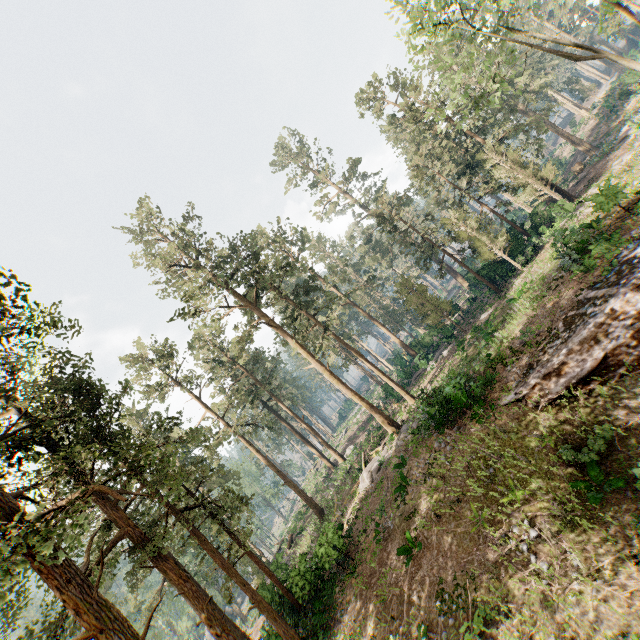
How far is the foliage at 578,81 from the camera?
53.0m

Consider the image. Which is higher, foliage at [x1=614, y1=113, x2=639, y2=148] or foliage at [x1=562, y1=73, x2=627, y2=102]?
foliage at [x1=562, y1=73, x2=627, y2=102]

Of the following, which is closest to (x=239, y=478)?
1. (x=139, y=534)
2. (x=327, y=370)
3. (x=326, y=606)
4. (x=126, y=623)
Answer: (x=327, y=370)

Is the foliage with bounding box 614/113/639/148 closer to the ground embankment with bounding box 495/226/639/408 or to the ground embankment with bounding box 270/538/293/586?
the ground embankment with bounding box 270/538/293/586

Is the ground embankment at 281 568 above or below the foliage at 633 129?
below

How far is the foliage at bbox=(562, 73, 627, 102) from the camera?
53.0 meters

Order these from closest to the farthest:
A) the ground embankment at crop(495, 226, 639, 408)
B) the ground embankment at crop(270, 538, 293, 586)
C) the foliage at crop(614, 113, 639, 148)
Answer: the ground embankment at crop(495, 226, 639, 408) → the ground embankment at crop(270, 538, 293, 586) → the foliage at crop(614, 113, 639, 148)
